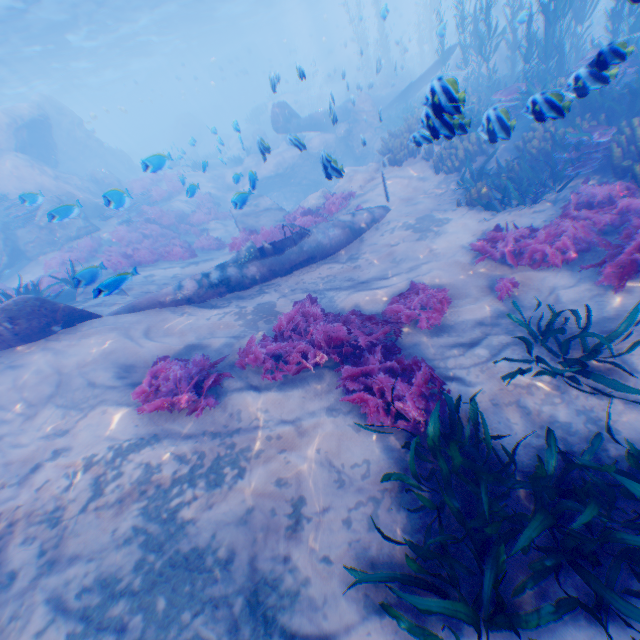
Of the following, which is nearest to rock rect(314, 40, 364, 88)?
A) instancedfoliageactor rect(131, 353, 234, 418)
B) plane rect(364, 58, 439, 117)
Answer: plane rect(364, 58, 439, 117)

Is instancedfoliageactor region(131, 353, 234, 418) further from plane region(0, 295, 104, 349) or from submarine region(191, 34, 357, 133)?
submarine region(191, 34, 357, 133)

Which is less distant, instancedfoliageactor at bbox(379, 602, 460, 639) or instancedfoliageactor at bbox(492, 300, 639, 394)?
instancedfoliageactor at bbox(379, 602, 460, 639)

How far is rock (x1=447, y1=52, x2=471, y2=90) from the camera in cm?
416

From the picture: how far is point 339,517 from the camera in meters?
3.9

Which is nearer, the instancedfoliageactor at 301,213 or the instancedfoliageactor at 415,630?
the instancedfoliageactor at 415,630

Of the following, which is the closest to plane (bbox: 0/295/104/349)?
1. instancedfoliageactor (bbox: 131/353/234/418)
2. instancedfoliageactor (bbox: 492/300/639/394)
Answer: instancedfoliageactor (bbox: 131/353/234/418)

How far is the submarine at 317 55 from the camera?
39.4m
